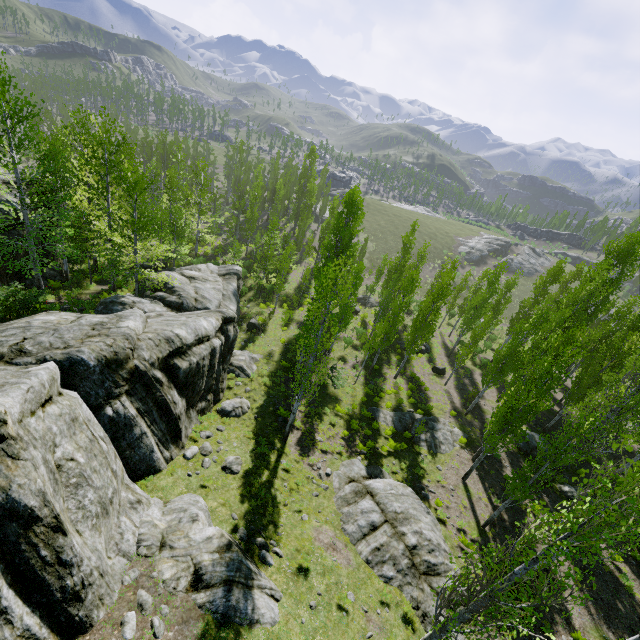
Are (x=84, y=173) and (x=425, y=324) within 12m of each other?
no

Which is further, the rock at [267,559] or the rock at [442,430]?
the rock at [442,430]

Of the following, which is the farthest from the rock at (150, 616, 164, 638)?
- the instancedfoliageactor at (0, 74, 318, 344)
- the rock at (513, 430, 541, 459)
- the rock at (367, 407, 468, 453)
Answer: the rock at (513, 430, 541, 459)

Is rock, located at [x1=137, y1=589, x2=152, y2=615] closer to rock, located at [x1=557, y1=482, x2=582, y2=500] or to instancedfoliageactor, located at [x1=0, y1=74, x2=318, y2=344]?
instancedfoliageactor, located at [x1=0, y1=74, x2=318, y2=344]

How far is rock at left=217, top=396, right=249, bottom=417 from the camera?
18.3 meters

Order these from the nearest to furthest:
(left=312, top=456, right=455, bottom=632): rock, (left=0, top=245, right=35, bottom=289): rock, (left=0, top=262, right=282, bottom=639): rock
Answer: (left=0, top=262, right=282, bottom=639): rock
(left=312, top=456, right=455, bottom=632): rock
(left=0, top=245, right=35, bottom=289): rock

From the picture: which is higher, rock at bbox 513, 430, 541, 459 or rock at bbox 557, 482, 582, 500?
rock at bbox 557, 482, 582, 500

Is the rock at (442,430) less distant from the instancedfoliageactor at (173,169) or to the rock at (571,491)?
the instancedfoliageactor at (173,169)
